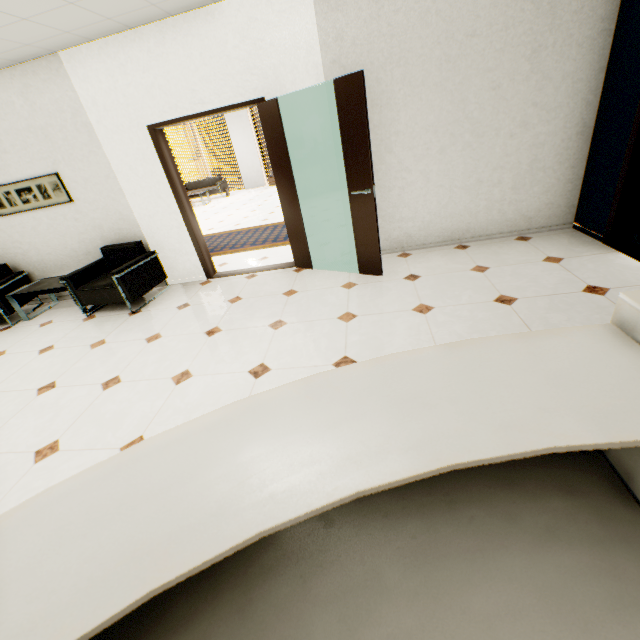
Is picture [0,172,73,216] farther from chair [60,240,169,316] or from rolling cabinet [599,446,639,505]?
rolling cabinet [599,446,639,505]

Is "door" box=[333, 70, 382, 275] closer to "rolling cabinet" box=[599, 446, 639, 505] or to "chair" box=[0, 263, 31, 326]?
"rolling cabinet" box=[599, 446, 639, 505]

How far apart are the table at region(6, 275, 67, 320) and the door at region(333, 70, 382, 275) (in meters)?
4.03

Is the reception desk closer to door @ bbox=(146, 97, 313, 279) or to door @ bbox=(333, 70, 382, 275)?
door @ bbox=(333, 70, 382, 275)

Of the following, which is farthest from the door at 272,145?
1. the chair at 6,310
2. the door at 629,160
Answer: the door at 629,160

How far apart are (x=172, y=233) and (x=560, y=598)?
5.2m

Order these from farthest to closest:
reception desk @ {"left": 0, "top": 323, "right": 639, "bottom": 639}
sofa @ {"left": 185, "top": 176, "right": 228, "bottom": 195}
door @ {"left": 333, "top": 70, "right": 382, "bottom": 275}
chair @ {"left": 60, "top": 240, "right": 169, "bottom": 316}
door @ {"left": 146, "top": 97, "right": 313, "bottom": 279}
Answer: sofa @ {"left": 185, "top": 176, "right": 228, "bottom": 195} → chair @ {"left": 60, "top": 240, "right": 169, "bottom": 316} → door @ {"left": 146, "top": 97, "right": 313, "bottom": 279} → door @ {"left": 333, "top": 70, "right": 382, "bottom": 275} → reception desk @ {"left": 0, "top": 323, "right": 639, "bottom": 639}

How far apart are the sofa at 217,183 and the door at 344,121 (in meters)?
11.32
